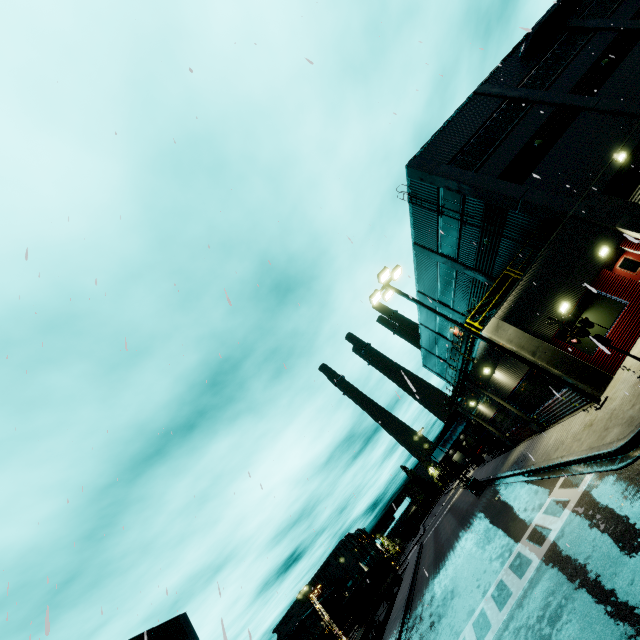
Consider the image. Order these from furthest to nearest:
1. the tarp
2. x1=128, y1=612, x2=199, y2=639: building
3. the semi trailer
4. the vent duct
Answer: x1=128, y1=612, x2=199, y2=639: building → the tarp → the semi trailer → the vent duct

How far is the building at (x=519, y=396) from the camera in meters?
15.4

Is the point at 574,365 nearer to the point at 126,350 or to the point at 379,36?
the point at 379,36

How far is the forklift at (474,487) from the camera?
27.65m

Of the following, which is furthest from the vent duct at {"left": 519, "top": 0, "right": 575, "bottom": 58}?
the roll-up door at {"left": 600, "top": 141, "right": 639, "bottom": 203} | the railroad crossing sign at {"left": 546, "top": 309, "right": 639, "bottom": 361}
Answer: the railroad crossing sign at {"left": 546, "top": 309, "right": 639, "bottom": 361}

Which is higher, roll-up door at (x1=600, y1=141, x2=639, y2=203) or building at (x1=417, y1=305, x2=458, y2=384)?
building at (x1=417, y1=305, x2=458, y2=384)

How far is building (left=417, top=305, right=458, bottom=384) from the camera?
38.06m

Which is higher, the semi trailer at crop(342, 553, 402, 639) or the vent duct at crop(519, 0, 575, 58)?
the vent duct at crop(519, 0, 575, 58)
